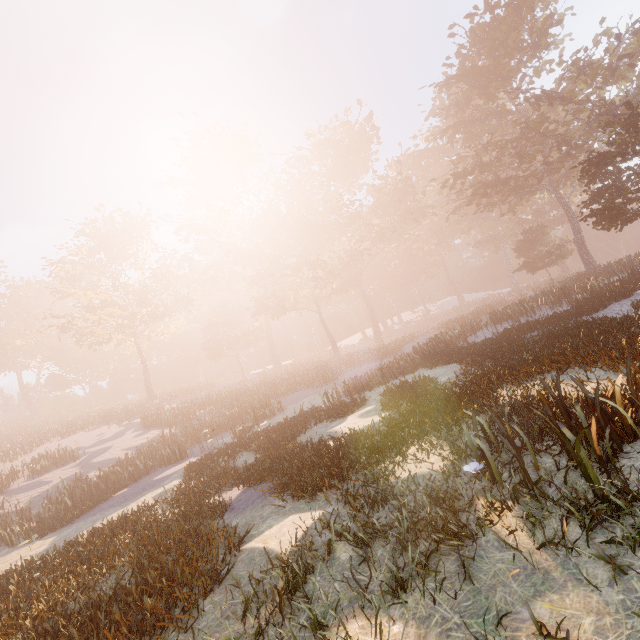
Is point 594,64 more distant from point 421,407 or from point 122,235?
point 122,235
